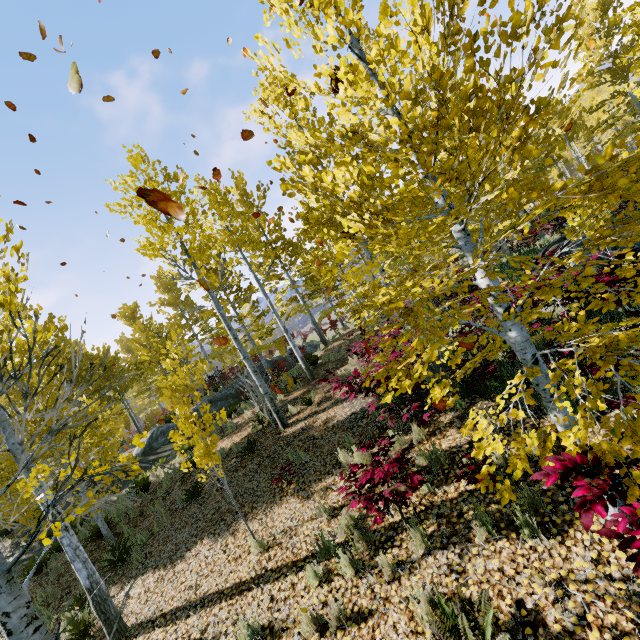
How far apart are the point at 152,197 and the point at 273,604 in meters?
5.3

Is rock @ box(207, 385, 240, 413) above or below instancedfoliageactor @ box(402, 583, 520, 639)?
above

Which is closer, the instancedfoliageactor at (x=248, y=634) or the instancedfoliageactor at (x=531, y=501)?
the instancedfoliageactor at (x=531, y=501)

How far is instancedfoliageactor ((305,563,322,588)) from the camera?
4.3m

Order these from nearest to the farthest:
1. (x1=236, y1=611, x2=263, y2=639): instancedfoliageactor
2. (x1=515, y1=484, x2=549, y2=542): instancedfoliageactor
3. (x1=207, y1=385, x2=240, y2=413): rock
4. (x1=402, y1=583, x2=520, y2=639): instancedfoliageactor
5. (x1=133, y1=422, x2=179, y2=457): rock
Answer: (x1=402, y1=583, x2=520, y2=639): instancedfoliageactor < (x1=515, y1=484, x2=549, y2=542): instancedfoliageactor < (x1=236, y1=611, x2=263, y2=639): instancedfoliageactor < (x1=133, y1=422, x2=179, y2=457): rock < (x1=207, y1=385, x2=240, y2=413): rock

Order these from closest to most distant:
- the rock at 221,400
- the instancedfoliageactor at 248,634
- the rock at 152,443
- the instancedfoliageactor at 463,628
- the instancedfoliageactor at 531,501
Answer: the instancedfoliageactor at 463,628, the instancedfoliageactor at 531,501, the instancedfoliageactor at 248,634, the rock at 152,443, the rock at 221,400

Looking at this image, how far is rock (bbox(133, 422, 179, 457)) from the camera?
17.62m
